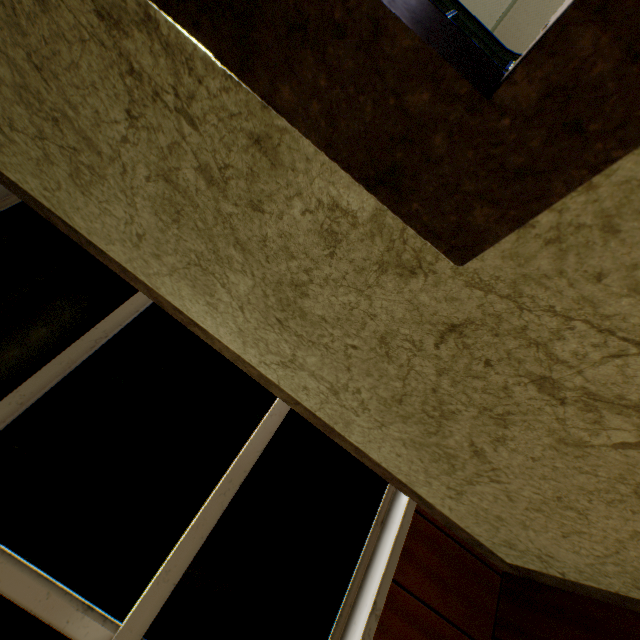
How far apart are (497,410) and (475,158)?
0.98m
